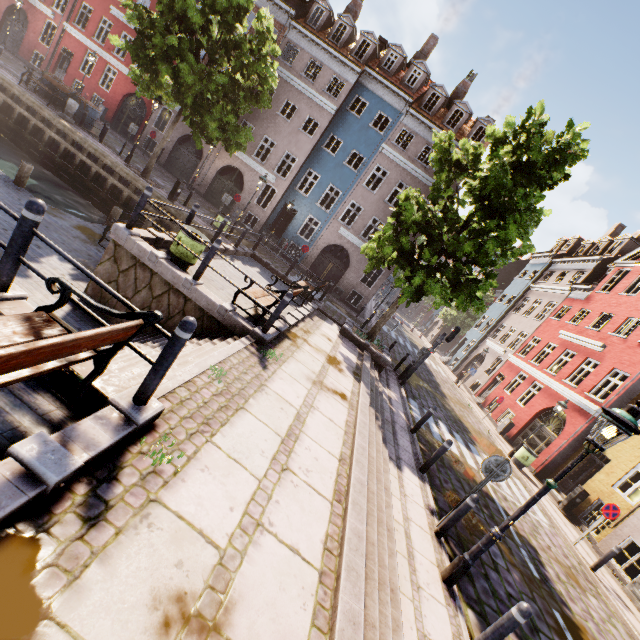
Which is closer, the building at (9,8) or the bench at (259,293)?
the bench at (259,293)

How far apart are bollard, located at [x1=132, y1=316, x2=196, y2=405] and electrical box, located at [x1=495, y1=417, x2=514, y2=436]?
21.14m

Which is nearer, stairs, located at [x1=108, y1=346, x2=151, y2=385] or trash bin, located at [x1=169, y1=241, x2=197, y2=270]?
stairs, located at [x1=108, y1=346, x2=151, y2=385]

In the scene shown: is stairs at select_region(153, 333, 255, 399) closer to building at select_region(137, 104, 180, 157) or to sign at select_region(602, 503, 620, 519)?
sign at select_region(602, 503, 620, 519)

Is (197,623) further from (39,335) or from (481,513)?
(481,513)

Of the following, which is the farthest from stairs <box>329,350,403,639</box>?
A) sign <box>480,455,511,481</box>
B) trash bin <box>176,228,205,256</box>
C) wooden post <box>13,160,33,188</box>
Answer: wooden post <box>13,160,33,188</box>

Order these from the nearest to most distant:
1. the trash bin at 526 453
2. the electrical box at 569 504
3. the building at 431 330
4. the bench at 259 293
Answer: the bench at 259 293 → the electrical box at 569 504 → the trash bin at 526 453 → the building at 431 330

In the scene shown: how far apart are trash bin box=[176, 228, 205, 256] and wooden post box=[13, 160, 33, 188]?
7.3m
